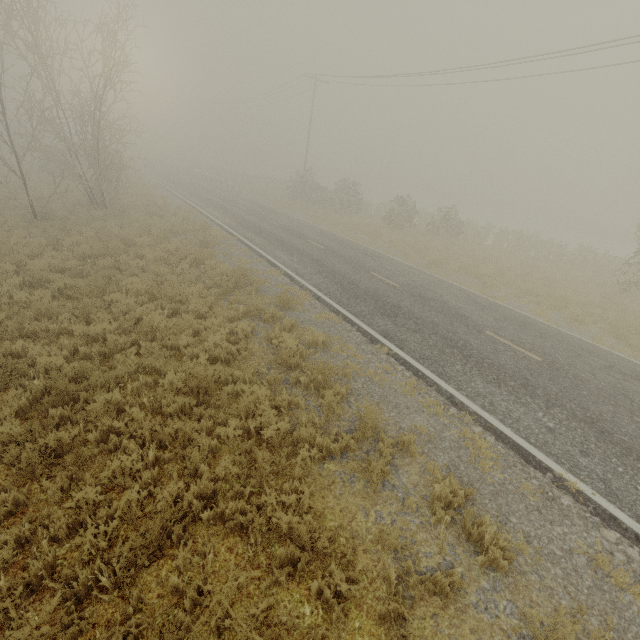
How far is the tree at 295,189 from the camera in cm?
3147

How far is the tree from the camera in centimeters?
3147cm

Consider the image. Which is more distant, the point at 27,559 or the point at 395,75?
the point at 395,75
